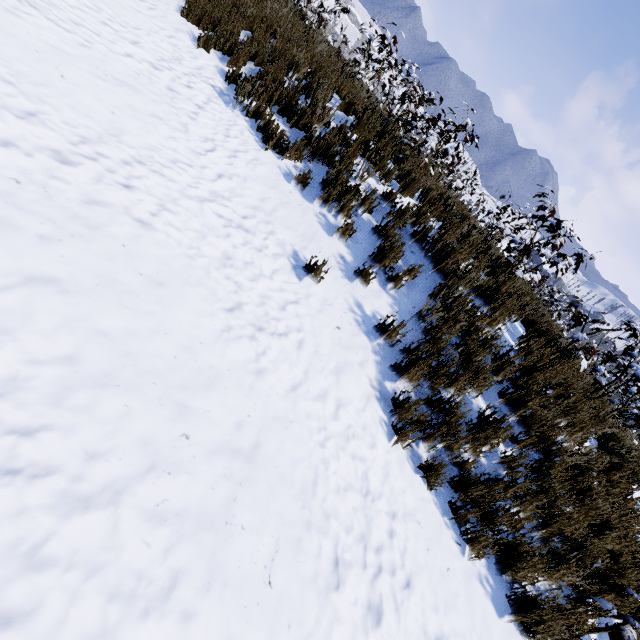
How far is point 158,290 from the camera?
2.59m

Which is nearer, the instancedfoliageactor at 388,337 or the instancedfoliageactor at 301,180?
the instancedfoliageactor at 388,337

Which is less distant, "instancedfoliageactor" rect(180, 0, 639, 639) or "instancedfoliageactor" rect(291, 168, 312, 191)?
"instancedfoliageactor" rect(180, 0, 639, 639)

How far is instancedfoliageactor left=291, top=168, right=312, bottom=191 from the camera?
4.6 meters

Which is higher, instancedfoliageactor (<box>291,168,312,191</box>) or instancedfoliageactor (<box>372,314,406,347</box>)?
instancedfoliageactor (<box>291,168,312,191</box>)

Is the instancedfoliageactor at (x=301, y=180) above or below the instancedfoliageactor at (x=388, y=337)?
above
